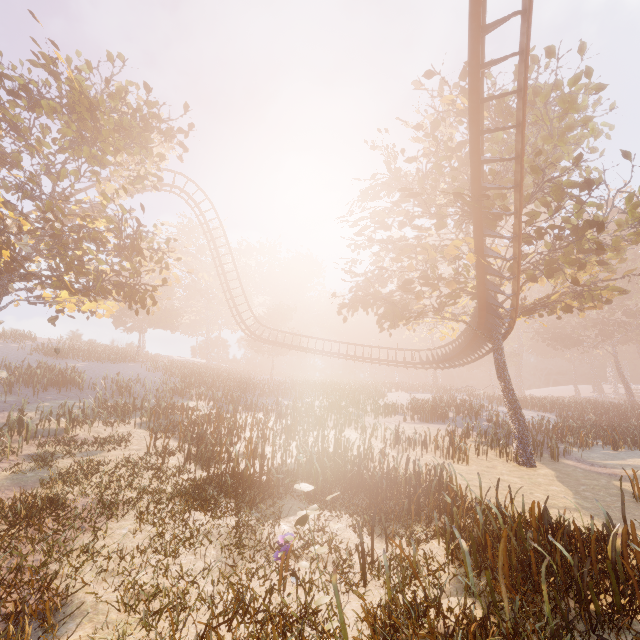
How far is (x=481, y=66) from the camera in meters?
9.8

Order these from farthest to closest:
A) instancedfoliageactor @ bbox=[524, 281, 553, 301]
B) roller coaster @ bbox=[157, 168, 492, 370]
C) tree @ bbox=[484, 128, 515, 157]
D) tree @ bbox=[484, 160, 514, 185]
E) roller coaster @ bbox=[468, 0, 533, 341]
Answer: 1. instancedfoliageactor @ bbox=[524, 281, 553, 301]
2. roller coaster @ bbox=[157, 168, 492, 370]
3. tree @ bbox=[484, 128, 515, 157]
4. tree @ bbox=[484, 160, 514, 185]
5. roller coaster @ bbox=[468, 0, 533, 341]

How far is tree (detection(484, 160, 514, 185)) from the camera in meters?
12.0 m

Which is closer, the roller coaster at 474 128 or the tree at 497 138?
the roller coaster at 474 128

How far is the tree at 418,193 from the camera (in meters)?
13.48

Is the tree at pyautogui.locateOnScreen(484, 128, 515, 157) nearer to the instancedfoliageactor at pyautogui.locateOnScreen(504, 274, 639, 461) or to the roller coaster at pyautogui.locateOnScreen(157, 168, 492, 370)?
the roller coaster at pyautogui.locateOnScreen(157, 168, 492, 370)

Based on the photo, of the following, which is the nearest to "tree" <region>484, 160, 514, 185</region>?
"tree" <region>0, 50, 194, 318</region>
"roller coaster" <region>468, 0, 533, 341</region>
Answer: "roller coaster" <region>468, 0, 533, 341</region>
